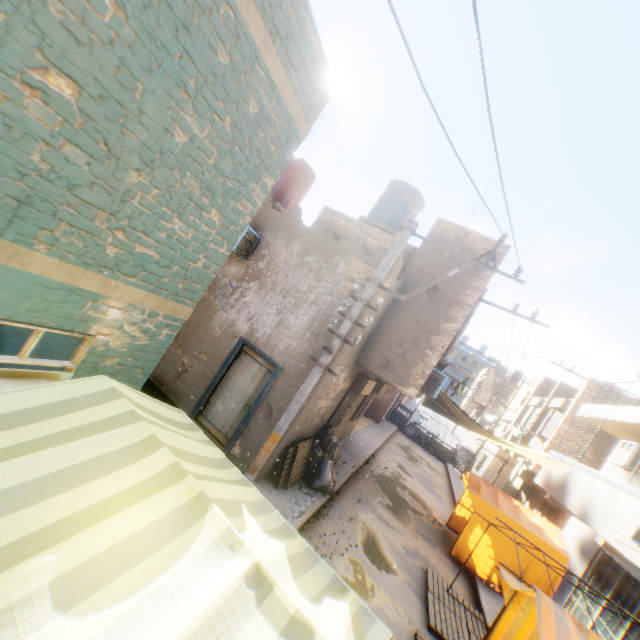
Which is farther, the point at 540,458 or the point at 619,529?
the point at 540,458

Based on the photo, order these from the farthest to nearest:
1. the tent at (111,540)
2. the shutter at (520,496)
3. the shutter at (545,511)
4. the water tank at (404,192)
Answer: the shutter at (520,496)
the shutter at (545,511)
the water tank at (404,192)
the tent at (111,540)

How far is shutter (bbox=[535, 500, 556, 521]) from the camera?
14.4m

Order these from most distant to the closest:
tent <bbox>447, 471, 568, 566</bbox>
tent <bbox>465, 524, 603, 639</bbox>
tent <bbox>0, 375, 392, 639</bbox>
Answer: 1. tent <bbox>447, 471, 568, 566</bbox>
2. tent <bbox>465, 524, 603, 639</bbox>
3. tent <bbox>0, 375, 392, 639</bbox>

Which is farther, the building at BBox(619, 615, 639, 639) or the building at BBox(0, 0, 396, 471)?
the building at BBox(619, 615, 639, 639)

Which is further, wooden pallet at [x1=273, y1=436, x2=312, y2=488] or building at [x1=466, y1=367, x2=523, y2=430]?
building at [x1=466, y1=367, x2=523, y2=430]

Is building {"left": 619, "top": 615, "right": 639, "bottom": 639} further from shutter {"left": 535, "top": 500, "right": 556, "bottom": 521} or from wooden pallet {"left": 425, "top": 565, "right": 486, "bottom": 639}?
wooden pallet {"left": 425, "top": 565, "right": 486, "bottom": 639}

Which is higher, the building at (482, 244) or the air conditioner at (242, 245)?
the building at (482, 244)
